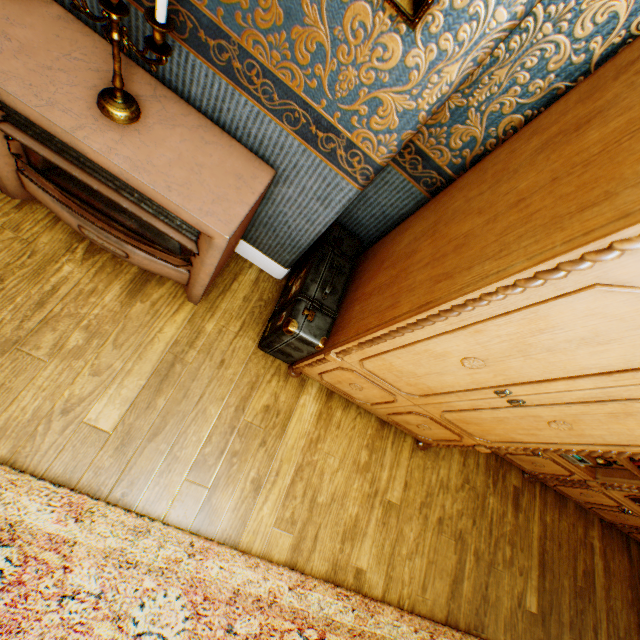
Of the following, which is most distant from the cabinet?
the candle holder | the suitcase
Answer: the candle holder

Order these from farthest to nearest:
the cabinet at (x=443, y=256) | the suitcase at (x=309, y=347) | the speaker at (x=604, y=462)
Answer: the speaker at (x=604, y=462) → the suitcase at (x=309, y=347) → the cabinet at (x=443, y=256)

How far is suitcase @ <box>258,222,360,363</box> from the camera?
1.85m

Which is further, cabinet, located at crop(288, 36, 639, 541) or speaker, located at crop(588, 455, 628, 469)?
speaker, located at crop(588, 455, 628, 469)

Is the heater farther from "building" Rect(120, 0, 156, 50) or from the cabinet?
the cabinet

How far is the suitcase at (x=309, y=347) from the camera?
1.9 meters

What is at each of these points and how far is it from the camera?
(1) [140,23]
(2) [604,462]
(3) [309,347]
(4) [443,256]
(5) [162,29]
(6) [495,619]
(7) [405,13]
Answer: (1) building, 1.3m
(2) speaker, 2.6m
(3) suitcase, 1.9m
(4) cabinet, 1.3m
(5) candle holder, 1.0m
(6) building, 2.6m
(7) painting, 0.9m

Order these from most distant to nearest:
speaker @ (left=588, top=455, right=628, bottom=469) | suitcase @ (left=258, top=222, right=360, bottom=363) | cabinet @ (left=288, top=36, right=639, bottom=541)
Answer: speaker @ (left=588, top=455, right=628, bottom=469), suitcase @ (left=258, top=222, right=360, bottom=363), cabinet @ (left=288, top=36, right=639, bottom=541)
